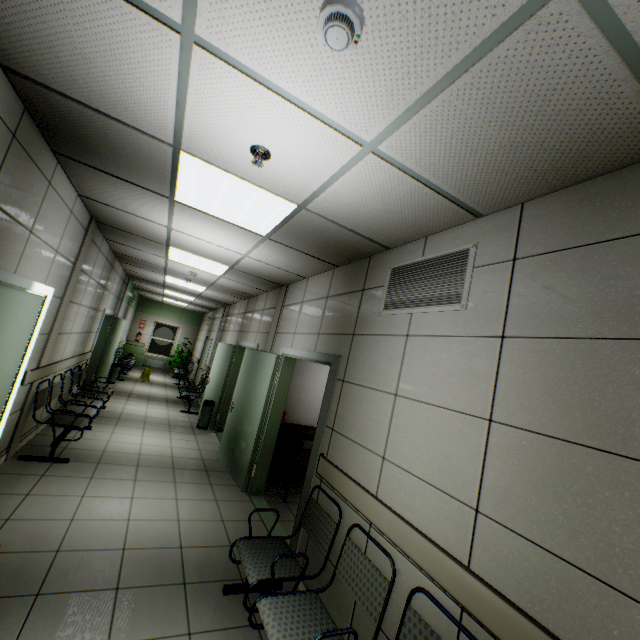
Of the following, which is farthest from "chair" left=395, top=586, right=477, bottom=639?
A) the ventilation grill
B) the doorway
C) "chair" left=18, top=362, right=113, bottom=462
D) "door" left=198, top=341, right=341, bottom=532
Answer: "chair" left=18, top=362, right=113, bottom=462

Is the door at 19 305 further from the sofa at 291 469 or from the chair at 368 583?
the sofa at 291 469

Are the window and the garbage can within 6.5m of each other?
no

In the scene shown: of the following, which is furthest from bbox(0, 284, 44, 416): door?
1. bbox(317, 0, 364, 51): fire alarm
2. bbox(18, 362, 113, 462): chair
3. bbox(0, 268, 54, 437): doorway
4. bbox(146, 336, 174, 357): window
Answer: bbox(146, 336, 174, 357): window

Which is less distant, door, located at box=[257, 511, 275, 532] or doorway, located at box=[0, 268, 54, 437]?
doorway, located at box=[0, 268, 54, 437]

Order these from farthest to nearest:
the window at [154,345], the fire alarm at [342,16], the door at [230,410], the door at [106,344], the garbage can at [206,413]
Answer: the window at [154,345], the door at [106,344], the garbage can at [206,413], the door at [230,410], the fire alarm at [342,16]

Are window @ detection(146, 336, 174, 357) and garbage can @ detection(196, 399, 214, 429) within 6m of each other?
no

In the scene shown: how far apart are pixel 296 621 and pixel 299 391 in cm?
386
